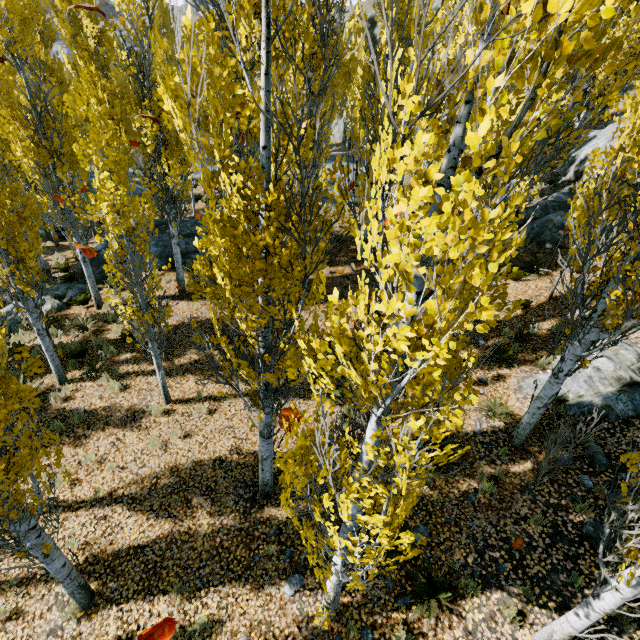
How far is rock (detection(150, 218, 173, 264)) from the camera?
14.8m

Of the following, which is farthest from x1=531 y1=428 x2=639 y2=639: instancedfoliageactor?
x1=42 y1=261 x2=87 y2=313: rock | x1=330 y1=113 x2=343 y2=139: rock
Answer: x1=330 y1=113 x2=343 y2=139: rock

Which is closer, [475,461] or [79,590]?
[79,590]

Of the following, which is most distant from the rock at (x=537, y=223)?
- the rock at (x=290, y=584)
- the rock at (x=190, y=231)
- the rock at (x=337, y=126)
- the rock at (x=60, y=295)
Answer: the rock at (x=60, y=295)

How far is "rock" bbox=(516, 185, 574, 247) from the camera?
14.4 meters

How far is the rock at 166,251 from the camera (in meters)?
14.84

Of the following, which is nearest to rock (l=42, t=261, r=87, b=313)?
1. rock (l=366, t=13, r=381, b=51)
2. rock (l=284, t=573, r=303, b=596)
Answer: rock (l=366, t=13, r=381, b=51)
